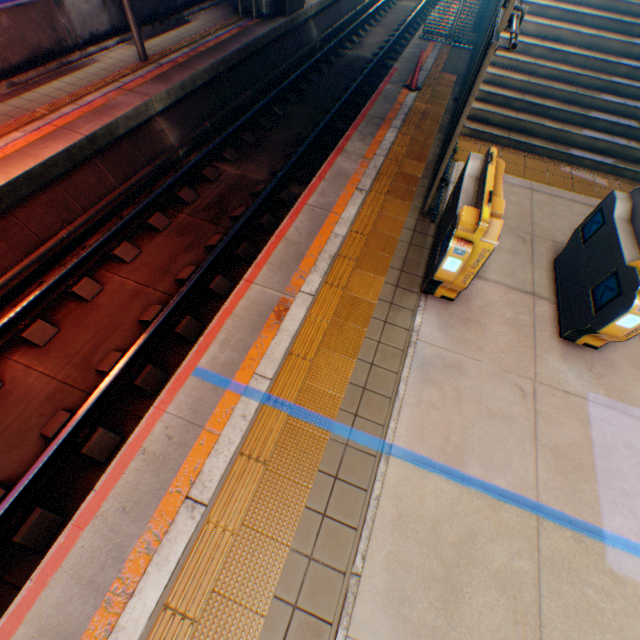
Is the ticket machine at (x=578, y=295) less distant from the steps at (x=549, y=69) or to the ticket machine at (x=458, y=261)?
the ticket machine at (x=458, y=261)

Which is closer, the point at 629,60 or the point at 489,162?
the point at 489,162

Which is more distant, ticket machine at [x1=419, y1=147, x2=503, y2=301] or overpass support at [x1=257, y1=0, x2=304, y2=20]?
overpass support at [x1=257, y1=0, x2=304, y2=20]

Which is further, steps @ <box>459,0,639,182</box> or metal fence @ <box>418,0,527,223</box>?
steps @ <box>459,0,639,182</box>

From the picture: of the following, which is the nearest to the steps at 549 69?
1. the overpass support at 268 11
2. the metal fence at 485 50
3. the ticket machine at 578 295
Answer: the metal fence at 485 50

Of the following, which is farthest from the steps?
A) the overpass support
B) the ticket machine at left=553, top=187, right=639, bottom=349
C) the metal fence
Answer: the overpass support

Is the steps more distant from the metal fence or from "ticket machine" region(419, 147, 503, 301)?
"ticket machine" region(419, 147, 503, 301)

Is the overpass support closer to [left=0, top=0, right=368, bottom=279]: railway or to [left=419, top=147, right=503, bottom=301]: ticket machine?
[left=0, top=0, right=368, bottom=279]: railway
